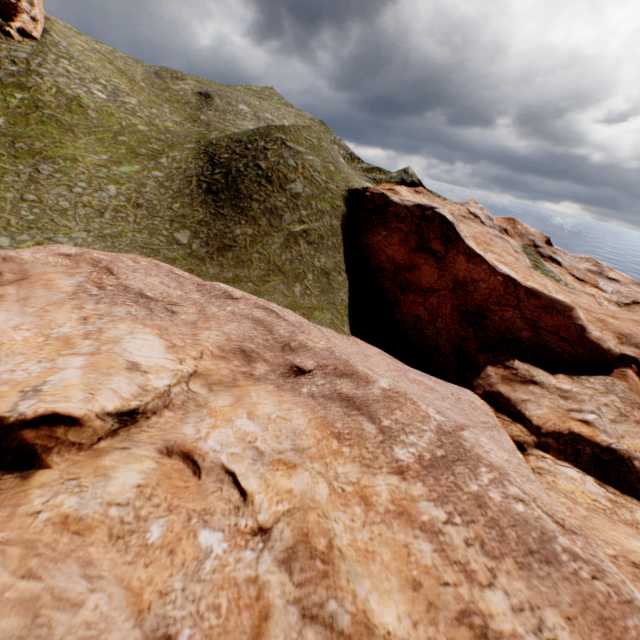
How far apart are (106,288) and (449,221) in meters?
24.0 m

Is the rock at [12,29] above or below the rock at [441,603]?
above

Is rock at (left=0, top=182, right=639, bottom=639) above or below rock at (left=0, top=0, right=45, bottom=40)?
below

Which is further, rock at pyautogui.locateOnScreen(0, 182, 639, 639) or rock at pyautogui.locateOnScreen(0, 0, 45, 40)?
rock at pyautogui.locateOnScreen(0, 0, 45, 40)

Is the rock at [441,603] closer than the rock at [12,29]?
Yes
